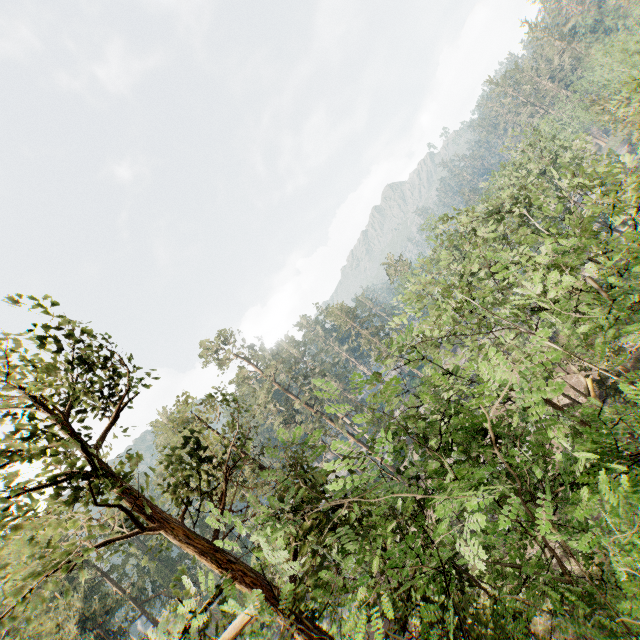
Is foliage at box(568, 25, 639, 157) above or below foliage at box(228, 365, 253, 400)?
below

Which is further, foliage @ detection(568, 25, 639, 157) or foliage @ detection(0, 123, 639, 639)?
foliage @ detection(568, 25, 639, 157)

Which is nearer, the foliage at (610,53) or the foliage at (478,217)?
the foliage at (478,217)

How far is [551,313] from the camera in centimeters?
1612cm

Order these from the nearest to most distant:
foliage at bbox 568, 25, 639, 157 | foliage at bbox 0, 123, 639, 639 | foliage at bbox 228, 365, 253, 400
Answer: foliage at bbox 0, 123, 639, 639, foliage at bbox 568, 25, 639, 157, foliage at bbox 228, 365, 253, 400

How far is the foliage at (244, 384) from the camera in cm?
4314

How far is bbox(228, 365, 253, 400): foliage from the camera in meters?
43.1 m
